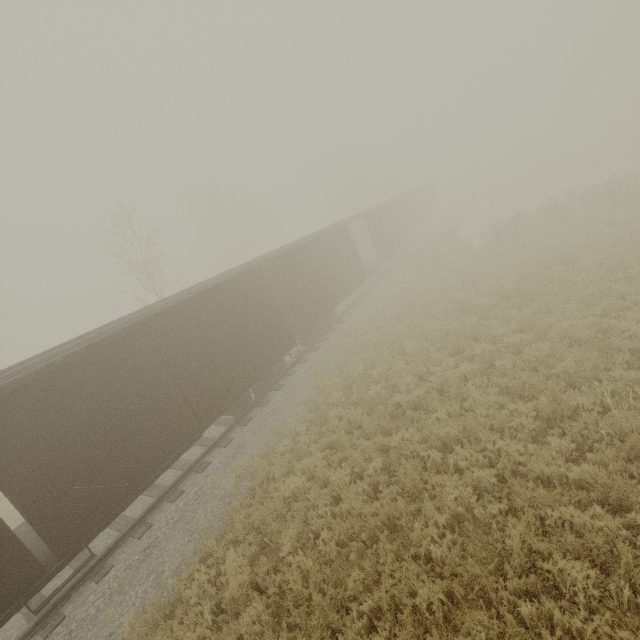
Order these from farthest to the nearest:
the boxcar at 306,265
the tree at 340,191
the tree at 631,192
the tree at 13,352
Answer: the tree at 13,352 → the tree at 340,191 → the boxcar at 306,265 → the tree at 631,192

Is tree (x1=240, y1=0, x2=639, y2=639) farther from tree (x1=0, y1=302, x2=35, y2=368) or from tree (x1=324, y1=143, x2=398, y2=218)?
tree (x1=0, y1=302, x2=35, y2=368)

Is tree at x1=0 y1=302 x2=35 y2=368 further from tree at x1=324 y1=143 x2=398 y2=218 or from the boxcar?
the boxcar

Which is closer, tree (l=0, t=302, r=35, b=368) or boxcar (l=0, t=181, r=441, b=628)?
boxcar (l=0, t=181, r=441, b=628)

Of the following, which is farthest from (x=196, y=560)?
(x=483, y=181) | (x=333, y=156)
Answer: (x=483, y=181)

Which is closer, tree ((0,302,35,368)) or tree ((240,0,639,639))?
tree ((240,0,639,639))

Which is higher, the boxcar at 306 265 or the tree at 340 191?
the tree at 340 191

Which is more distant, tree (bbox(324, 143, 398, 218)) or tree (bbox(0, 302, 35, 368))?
tree (bbox(0, 302, 35, 368))
